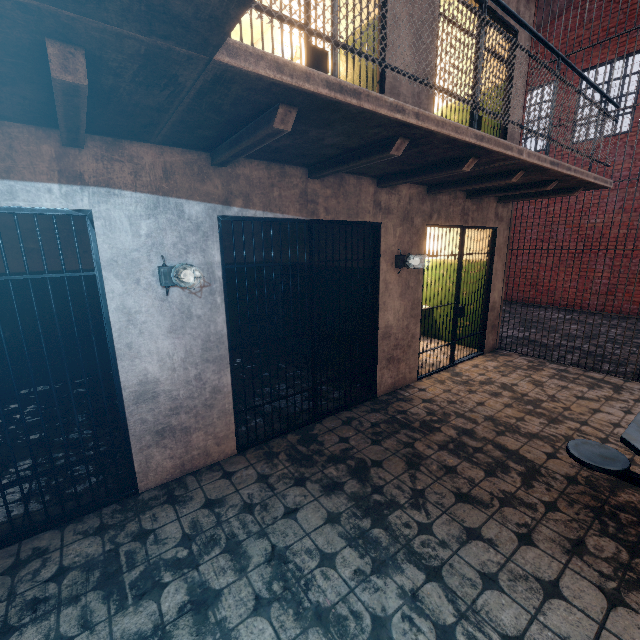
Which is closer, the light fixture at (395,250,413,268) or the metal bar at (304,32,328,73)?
the metal bar at (304,32,328,73)

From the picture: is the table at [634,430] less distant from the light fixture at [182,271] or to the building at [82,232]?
the building at [82,232]

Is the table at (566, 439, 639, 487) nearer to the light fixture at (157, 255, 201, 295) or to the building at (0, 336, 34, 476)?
the building at (0, 336, 34, 476)

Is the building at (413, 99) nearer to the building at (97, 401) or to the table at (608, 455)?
the building at (97, 401)

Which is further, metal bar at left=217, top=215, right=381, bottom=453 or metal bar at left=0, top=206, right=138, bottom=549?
metal bar at left=217, top=215, right=381, bottom=453

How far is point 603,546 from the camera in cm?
229

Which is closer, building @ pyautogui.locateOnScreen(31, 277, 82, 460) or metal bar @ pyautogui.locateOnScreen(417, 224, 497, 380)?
building @ pyautogui.locateOnScreen(31, 277, 82, 460)

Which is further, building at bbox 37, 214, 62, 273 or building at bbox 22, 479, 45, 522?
building at bbox 37, 214, 62, 273
